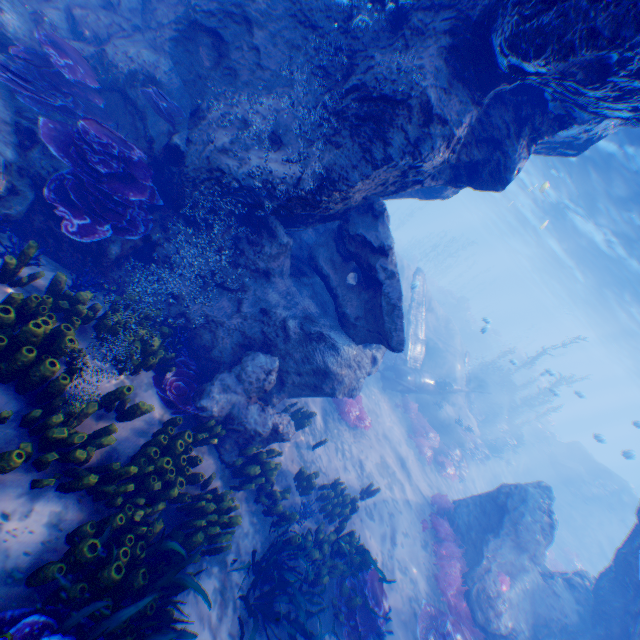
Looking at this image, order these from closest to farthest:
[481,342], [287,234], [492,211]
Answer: [287,234] < [481,342] < [492,211]

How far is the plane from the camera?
16.3m

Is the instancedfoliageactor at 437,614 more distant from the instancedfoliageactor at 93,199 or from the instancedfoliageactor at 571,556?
the instancedfoliageactor at 571,556

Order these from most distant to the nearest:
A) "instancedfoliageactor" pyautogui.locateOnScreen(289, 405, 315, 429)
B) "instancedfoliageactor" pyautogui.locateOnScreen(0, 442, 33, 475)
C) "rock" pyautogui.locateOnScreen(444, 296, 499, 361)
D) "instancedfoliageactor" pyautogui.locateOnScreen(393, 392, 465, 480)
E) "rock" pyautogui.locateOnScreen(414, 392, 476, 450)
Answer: "rock" pyautogui.locateOnScreen(444, 296, 499, 361), "rock" pyautogui.locateOnScreen(414, 392, 476, 450), "instancedfoliageactor" pyautogui.locateOnScreen(393, 392, 465, 480), "instancedfoliageactor" pyautogui.locateOnScreen(289, 405, 315, 429), "instancedfoliageactor" pyautogui.locateOnScreen(0, 442, 33, 475)

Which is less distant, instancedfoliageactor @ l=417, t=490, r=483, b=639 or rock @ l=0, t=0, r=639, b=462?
rock @ l=0, t=0, r=639, b=462

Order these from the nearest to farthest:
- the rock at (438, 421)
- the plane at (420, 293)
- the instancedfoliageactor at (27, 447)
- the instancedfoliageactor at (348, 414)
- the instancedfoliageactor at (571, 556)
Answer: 1. the instancedfoliageactor at (27, 447)
2. the instancedfoliageactor at (348, 414)
3. the plane at (420, 293)
4. the instancedfoliageactor at (571, 556)
5. the rock at (438, 421)

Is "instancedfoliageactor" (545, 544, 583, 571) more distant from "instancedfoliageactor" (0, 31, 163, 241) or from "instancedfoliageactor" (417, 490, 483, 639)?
"instancedfoliageactor" (0, 31, 163, 241)

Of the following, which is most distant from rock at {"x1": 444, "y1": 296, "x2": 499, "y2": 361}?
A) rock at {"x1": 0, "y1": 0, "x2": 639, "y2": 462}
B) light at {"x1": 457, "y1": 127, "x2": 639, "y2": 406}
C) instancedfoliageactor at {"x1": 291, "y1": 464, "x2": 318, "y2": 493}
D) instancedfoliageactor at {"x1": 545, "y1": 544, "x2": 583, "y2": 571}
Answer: instancedfoliageactor at {"x1": 291, "y1": 464, "x2": 318, "y2": 493}
